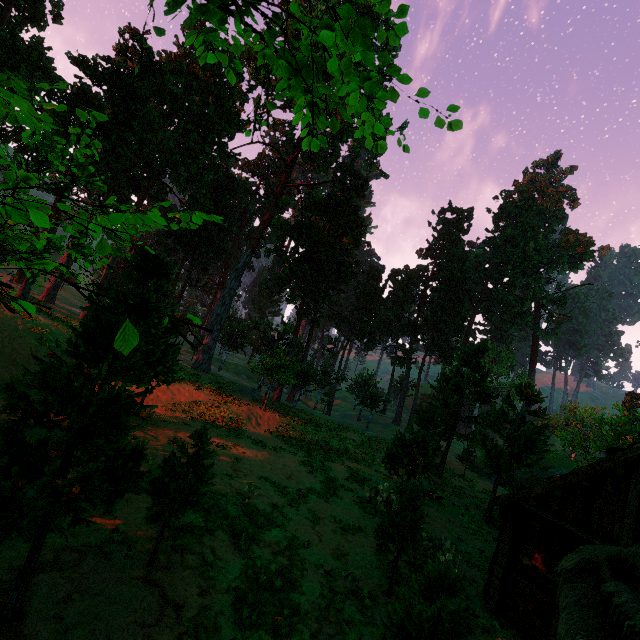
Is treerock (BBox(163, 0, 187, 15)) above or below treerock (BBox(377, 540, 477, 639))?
above

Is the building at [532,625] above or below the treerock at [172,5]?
below

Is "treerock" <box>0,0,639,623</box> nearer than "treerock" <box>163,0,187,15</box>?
No

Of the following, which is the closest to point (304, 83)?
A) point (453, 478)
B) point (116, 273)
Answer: point (453, 478)

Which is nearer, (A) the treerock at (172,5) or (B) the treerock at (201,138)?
(A) the treerock at (172,5)

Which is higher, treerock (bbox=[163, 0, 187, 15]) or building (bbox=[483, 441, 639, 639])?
treerock (bbox=[163, 0, 187, 15])
